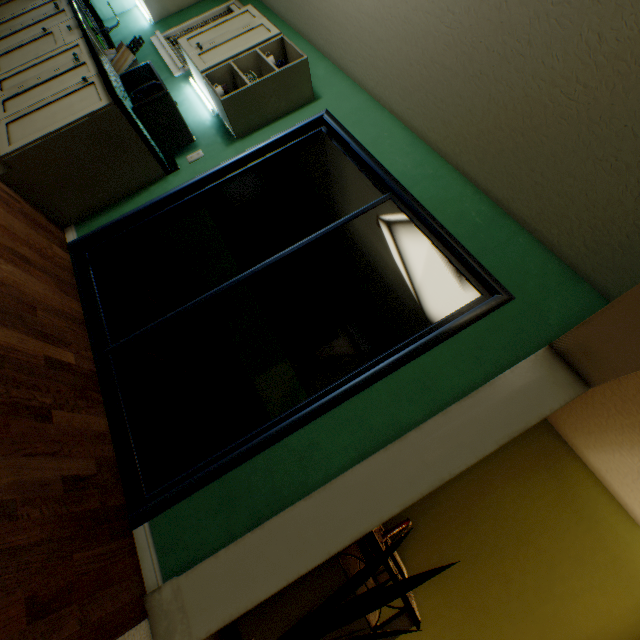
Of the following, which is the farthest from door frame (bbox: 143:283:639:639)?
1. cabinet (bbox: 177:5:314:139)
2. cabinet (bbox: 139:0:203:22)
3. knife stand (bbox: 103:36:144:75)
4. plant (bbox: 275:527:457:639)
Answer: cabinet (bbox: 139:0:203:22)

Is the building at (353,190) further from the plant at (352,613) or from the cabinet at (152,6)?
the cabinet at (152,6)

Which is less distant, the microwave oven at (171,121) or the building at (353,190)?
the microwave oven at (171,121)

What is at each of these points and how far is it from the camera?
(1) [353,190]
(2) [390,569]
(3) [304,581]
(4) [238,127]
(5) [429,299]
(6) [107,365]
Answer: (1) building, 3.27m
(2) dresser, 1.61m
(3) dresser, 1.66m
(4) cabinet, 2.43m
(5) building, 2.99m
(6) door, 1.89m

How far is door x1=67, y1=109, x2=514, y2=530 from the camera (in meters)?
1.56

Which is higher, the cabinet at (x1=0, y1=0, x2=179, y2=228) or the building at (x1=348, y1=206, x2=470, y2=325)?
the building at (x1=348, y1=206, x2=470, y2=325)

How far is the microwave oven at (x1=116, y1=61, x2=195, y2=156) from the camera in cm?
216

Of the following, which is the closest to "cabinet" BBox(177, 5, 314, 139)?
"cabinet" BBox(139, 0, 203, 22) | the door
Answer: the door
